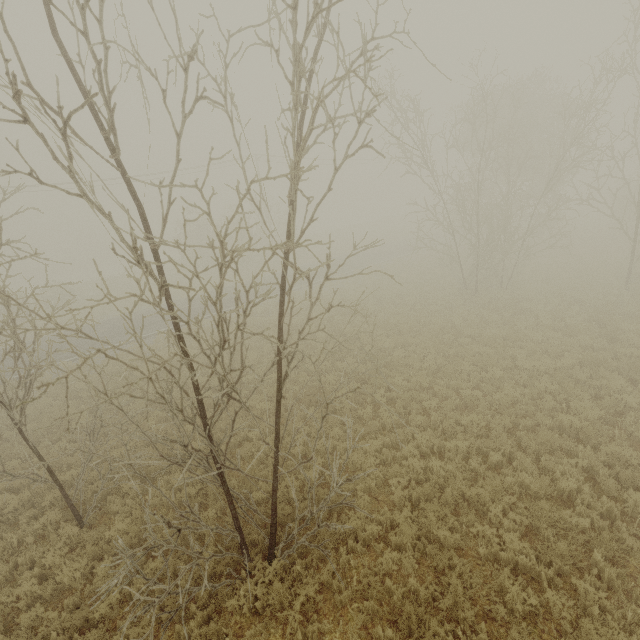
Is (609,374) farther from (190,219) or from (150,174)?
(190,219)
